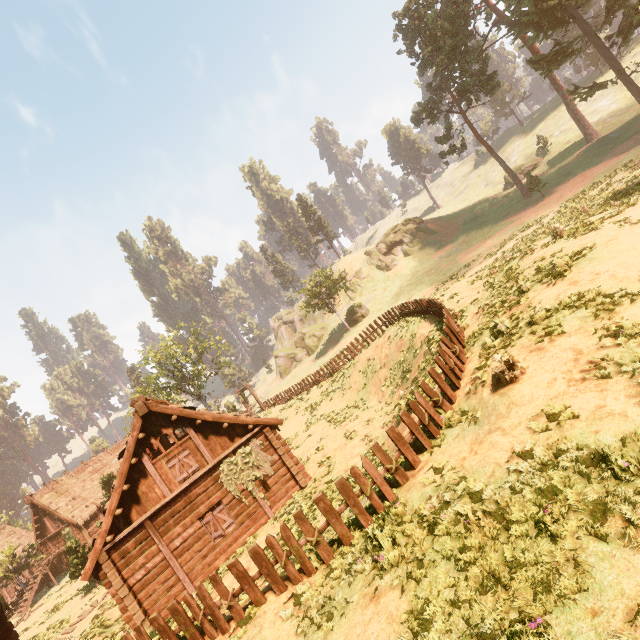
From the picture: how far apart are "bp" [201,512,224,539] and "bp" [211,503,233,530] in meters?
0.2 m

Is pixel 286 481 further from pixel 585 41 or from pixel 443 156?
pixel 585 41

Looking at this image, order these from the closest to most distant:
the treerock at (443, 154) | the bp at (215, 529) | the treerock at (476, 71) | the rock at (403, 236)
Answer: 1. the bp at (215, 529)
2. the treerock at (476, 71)
3. the treerock at (443, 154)
4. the rock at (403, 236)

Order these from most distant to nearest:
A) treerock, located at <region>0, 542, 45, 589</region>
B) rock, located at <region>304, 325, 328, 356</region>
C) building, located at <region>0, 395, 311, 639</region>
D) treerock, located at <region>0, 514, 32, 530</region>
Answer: rock, located at <region>304, 325, 328, 356</region>, treerock, located at <region>0, 514, 32, 530</region>, treerock, located at <region>0, 542, 45, 589</region>, building, located at <region>0, 395, 311, 639</region>

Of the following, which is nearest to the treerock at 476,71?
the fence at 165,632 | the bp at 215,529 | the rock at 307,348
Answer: the rock at 307,348

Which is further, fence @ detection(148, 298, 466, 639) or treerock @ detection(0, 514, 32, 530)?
treerock @ detection(0, 514, 32, 530)

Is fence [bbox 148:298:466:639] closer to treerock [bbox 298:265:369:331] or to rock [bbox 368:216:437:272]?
treerock [bbox 298:265:369:331]

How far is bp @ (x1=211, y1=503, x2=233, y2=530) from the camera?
14.2m
